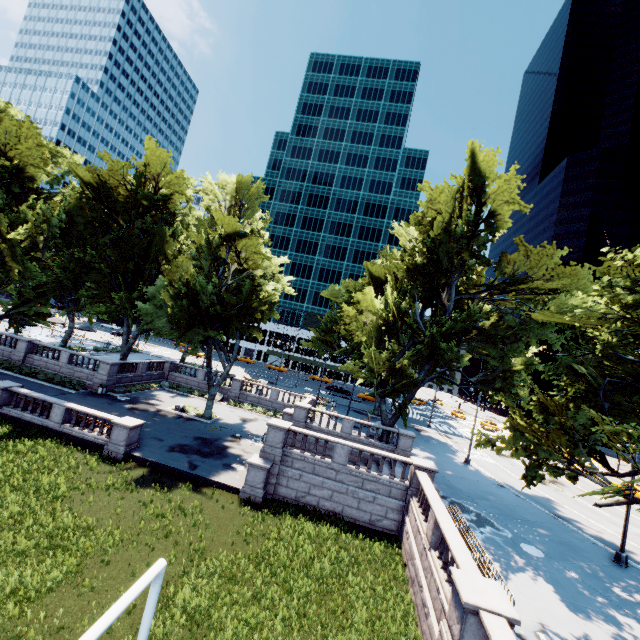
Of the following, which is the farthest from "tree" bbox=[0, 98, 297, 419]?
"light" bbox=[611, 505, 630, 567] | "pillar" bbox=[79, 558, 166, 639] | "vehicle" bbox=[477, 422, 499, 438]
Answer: "vehicle" bbox=[477, 422, 499, 438]

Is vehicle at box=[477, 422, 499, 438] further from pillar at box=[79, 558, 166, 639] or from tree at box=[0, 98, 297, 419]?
pillar at box=[79, 558, 166, 639]

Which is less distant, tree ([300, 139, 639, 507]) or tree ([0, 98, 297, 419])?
tree ([300, 139, 639, 507])

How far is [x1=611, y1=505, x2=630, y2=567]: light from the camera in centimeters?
1731cm

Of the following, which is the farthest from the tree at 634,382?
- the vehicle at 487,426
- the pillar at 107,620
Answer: the vehicle at 487,426

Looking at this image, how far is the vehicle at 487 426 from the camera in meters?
48.8 m

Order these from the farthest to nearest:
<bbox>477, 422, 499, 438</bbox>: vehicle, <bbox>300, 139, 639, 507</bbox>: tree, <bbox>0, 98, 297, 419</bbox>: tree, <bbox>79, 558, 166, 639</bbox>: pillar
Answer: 1. <bbox>477, 422, 499, 438</bbox>: vehicle
2. <bbox>0, 98, 297, 419</bbox>: tree
3. <bbox>300, 139, 639, 507</bbox>: tree
4. <bbox>79, 558, 166, 639</bbox>: pillar

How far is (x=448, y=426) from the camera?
52.2 meters
